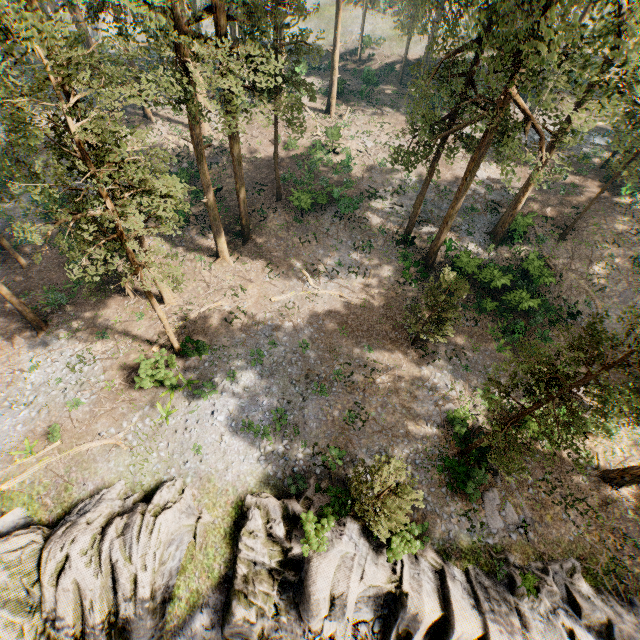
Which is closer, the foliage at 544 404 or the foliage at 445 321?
the foliage at 544 404

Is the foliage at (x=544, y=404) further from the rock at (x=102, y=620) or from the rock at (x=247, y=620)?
the rock at (x=247, y=620)

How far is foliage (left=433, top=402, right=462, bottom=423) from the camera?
21.11m

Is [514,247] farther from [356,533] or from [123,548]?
[123,548]

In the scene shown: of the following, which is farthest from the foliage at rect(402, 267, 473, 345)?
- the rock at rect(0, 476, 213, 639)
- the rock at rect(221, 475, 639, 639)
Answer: the rock at rect(221, 475, 639, 639)

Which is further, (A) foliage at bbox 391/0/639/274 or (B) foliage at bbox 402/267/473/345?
(B) foliage at bbox 402/267/473/345
